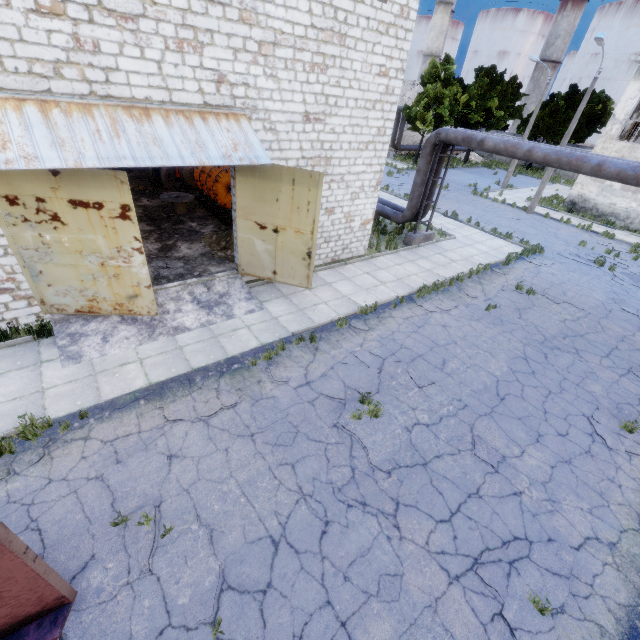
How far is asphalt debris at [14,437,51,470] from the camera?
5.9 meters

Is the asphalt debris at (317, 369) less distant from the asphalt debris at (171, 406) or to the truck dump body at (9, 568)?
the asphalt debris at (171, 406)

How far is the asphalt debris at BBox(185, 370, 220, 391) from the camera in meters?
7.7

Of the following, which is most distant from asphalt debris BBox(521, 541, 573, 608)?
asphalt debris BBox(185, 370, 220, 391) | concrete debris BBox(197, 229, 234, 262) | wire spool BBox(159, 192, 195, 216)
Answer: wire spool BBox(159, 192, 195, 216)

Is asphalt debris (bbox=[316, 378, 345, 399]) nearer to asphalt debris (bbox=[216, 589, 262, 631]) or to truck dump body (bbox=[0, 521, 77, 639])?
asphalt debris (bbox=[216, 589, 262, 631])

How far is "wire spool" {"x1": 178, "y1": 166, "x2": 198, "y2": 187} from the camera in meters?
18.2 m

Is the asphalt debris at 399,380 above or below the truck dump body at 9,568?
below

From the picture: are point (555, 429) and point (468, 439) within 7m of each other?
yes
